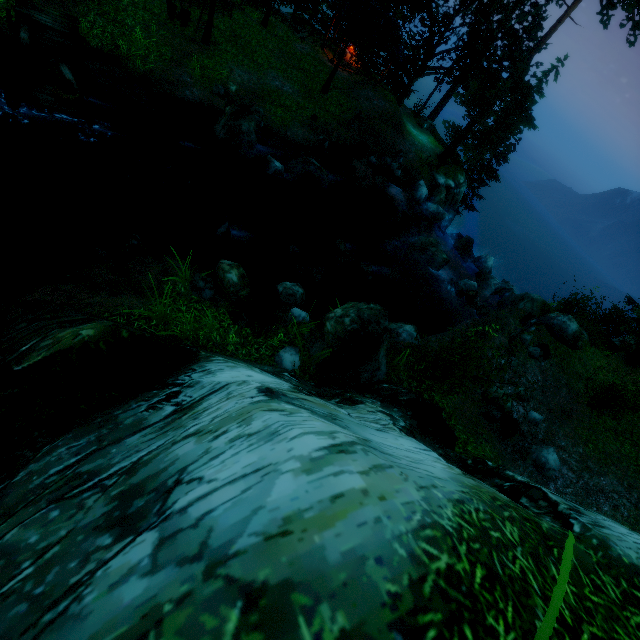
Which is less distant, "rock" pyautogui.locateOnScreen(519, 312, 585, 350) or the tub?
the tub

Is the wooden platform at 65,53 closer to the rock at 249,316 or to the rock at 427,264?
the rock at 249,316

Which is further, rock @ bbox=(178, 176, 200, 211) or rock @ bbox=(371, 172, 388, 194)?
rock @ bbox=(371, 172, 388, 194)

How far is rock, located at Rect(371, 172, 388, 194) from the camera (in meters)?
21.36

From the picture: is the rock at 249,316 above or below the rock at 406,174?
below

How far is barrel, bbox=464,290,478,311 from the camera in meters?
17.7

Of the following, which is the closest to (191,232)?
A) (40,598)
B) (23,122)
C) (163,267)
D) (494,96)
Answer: (163,267)

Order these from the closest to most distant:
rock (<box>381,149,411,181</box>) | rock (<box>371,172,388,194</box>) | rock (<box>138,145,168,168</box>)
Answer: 1. rock (<box>138,145,168,168</box>)
2. rock (<box>371,172,388,194</box>)
3. rock (<box>381,149,411,181</box>)
